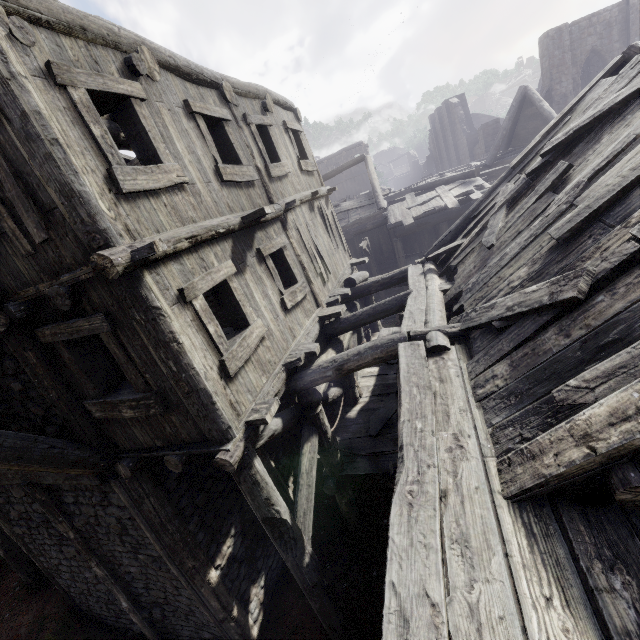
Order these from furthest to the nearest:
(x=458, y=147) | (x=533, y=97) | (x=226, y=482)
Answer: (x=458, y=147)
(x=533, y=97)
(x=226, y=482)
